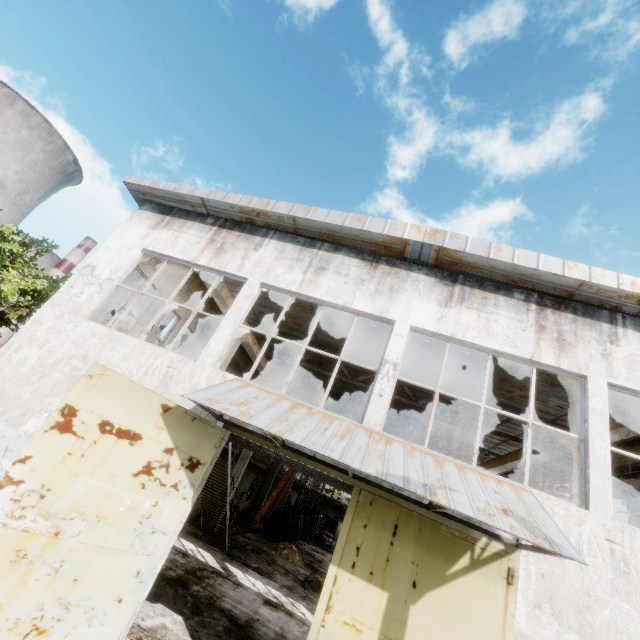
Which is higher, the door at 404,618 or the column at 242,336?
the column at 242,336

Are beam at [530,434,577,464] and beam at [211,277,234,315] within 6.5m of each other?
no

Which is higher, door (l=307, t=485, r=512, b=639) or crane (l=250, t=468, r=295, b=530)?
door (l=307, t=485, r=512, b=639)

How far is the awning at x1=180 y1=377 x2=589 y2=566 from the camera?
4.4m

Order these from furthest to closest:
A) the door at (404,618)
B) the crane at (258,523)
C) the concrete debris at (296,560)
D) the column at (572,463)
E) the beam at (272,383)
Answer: the crane at (258,523) < the concrete debris at (296,560) < the beam at (272,383) < the column at (572,463) < the door at (404,618)

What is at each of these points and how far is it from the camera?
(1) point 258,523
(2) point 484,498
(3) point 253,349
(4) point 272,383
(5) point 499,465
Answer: (1) crane, 22.34m
(2) awning, 4.85m
(3) beam, 14.55m
(4) beam, 18.28m
(5) beam, 14.80m

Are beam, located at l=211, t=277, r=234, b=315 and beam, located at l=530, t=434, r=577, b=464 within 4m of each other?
no

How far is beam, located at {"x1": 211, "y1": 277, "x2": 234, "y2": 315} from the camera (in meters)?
10.67
